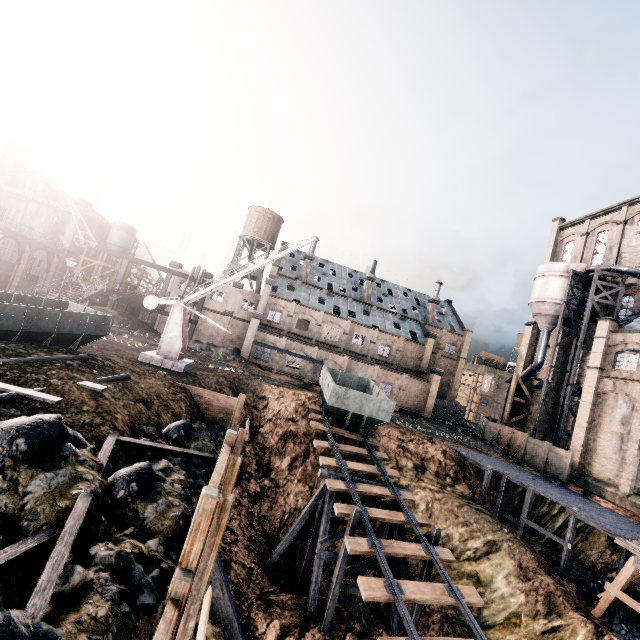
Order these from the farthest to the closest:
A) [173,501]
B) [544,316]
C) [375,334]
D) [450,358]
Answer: [450,358]
[375,334]
[544,316]
[173,501]

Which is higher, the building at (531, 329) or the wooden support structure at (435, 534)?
the building at (531, 329)

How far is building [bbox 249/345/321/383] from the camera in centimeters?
4281cm

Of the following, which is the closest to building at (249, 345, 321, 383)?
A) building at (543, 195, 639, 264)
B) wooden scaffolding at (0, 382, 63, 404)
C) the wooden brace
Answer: building at (543, 195, 639, 264)

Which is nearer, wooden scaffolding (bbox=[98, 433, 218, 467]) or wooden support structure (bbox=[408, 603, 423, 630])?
wooden scaffolding (bbox=[98, 433, 218, 467])

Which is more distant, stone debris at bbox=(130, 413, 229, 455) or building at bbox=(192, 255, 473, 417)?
building at bbox=(192, 255, 473, 417)

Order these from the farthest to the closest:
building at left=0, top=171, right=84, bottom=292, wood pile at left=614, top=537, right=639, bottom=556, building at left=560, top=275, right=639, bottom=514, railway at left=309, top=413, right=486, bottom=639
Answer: building at left=0, top=171, right=84, bottom=292, building at left=560, top=275, right=639, bottom=514, wood pile at left=614, top=537, right=639, bottom=556, railway at left=309, top=413, right=486, bottom=639

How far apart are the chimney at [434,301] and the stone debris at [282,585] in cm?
4568
